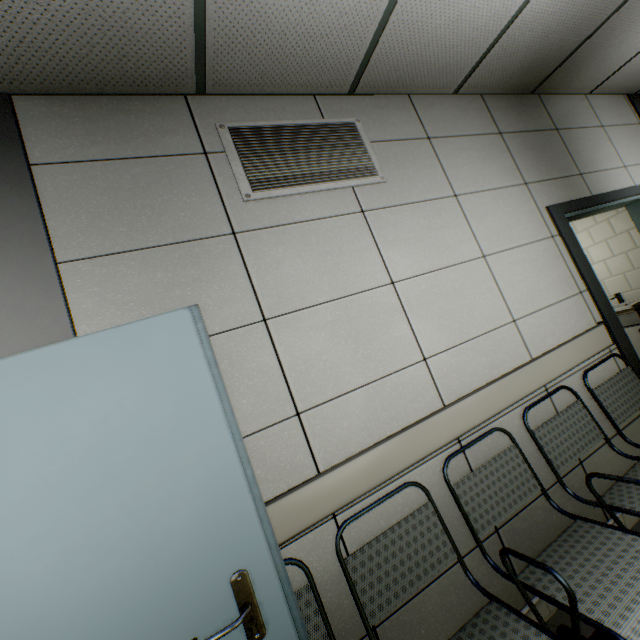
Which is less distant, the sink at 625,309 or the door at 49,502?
the door at 49,502

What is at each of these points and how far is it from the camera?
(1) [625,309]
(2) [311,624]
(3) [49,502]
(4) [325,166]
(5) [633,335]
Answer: (1) sink, 3.91m
(2) chair, 1.25m
(3) door, 1.03m
(4) ventilation grill, 1.96m
(5) cabinet, 3.97m

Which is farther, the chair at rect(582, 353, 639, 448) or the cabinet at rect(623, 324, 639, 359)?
the cabinet at rect(623, 324, 639, 359)

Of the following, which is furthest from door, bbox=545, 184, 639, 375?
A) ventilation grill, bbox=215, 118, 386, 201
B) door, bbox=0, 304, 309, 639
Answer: door, bbox=0, 304, 309, 639

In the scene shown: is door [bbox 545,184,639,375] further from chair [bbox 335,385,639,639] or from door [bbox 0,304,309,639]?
door [bbox 0,304,309,639]

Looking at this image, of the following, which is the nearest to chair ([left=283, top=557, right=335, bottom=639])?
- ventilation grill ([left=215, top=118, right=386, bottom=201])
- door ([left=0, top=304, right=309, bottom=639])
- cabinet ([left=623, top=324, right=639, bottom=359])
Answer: door ([left=0, top=304, right=309, bottom=639])

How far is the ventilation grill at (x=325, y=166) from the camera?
1.8m
